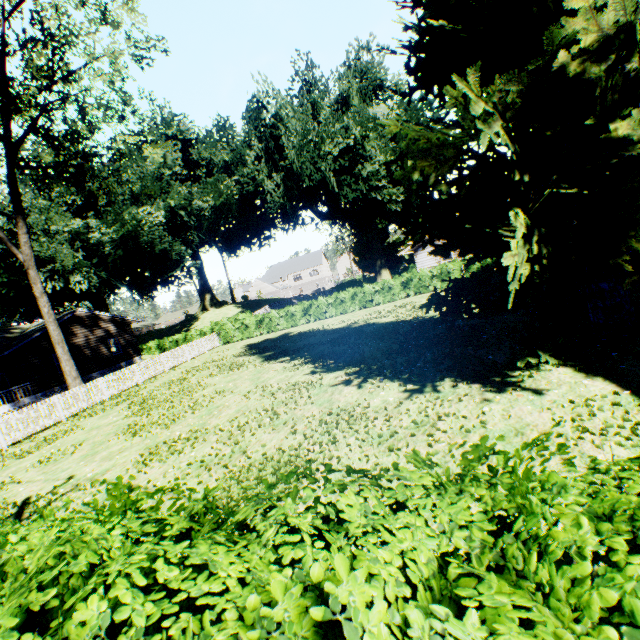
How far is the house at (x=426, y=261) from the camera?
27.7m

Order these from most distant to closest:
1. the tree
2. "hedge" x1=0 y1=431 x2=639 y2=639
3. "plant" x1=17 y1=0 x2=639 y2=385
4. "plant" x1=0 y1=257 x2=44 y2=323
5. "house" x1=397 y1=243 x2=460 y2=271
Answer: "plant" x1=0 y1=257 x2=44 y2=323 < "house" x1=397 y1=243 x2=460 y2=271 < the tree < "plant" x1=17 y1=0 x2=639 y2=385 < "hedge" x1=0 y1=431 x2=639 y2=639

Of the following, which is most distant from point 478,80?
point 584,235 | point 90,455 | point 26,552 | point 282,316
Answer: point 282,316

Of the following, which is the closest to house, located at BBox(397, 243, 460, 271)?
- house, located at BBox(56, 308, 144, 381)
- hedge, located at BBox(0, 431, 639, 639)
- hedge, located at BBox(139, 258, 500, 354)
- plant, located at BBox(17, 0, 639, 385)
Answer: hedge, located at BBox(139, 258, 500, 354)

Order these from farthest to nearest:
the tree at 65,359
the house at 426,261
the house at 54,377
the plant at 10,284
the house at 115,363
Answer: the plant at 10,284 < the house at 426,261 < the house at 115,363 < the house at 54,377 < the tree at 65,359

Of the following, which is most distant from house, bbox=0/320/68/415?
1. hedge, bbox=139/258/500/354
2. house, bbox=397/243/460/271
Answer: house, bbox=397/243/460/271

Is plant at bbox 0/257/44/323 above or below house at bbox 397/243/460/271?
above

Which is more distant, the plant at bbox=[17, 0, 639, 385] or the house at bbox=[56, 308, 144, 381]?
the house at bbox=[56, 308, 144, 381]
